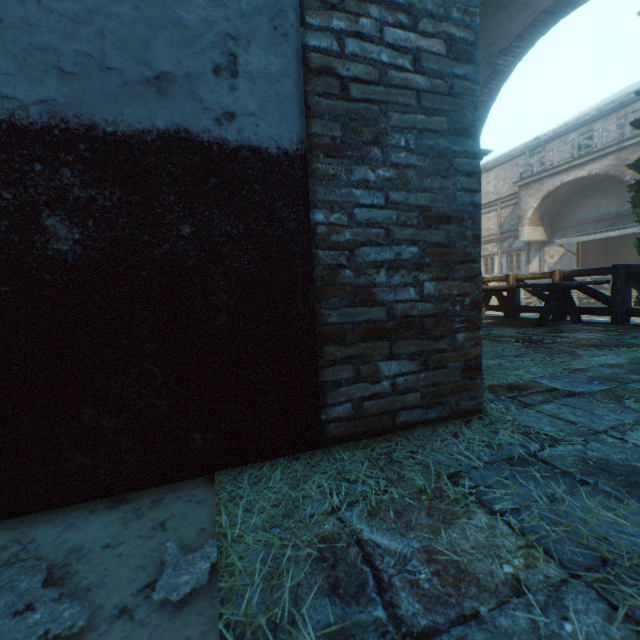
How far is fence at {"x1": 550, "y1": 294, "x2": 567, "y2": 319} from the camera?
6.2m

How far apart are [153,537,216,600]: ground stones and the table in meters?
5.9

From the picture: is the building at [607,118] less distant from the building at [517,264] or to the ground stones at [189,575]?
the building at [517,264]

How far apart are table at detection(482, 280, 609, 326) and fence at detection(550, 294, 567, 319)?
0.05m

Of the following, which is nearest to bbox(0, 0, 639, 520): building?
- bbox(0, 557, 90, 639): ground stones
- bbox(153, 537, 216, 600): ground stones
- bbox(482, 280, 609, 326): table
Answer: bbox(0, 557, 90, 639): ground stones

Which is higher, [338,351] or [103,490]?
[338,351]

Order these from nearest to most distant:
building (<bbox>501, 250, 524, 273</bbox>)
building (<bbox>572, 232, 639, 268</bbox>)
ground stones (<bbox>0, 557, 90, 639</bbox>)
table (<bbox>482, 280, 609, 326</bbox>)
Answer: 1. ground stones (<bbox>0, 557, 90, 639</bbox>)
2. table (<bbox>482, 280, 609, 326</bbox>)
3. building (<bbox>572, 232, 639, 268</bbox>)
4. building (<bbox>501, 250, 524, 273</bbox>)

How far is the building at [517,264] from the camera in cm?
2034
